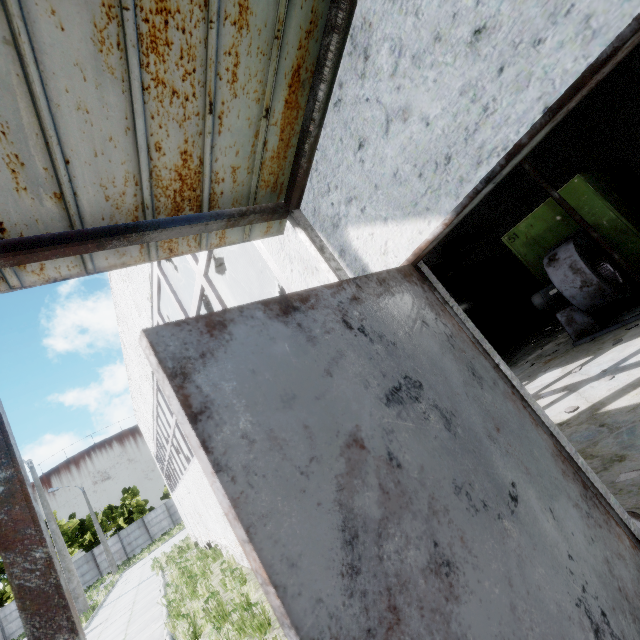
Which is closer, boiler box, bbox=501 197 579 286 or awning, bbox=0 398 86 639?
awning, bbox=0 398 86 639

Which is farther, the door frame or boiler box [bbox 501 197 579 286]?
boiler box [bbox 501 197 579 286]

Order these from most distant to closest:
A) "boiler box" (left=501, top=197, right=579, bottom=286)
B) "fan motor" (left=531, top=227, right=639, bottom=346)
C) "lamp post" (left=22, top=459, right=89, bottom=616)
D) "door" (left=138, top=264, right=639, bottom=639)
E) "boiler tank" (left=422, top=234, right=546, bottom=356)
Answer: "lamp post" (left=22, top=459, right=89, bottom=616), "boiler tank" (left=422, top=234, right=546, bottom=356), "boiler box" (left=501, top=197, right=579, bottom=286), "fan motor" (left=531, top=227, right=639, bottom=346), "door" (left=138, top=264, right=639, bottom=639)

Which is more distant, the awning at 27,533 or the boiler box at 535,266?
the boiler box at 535,266

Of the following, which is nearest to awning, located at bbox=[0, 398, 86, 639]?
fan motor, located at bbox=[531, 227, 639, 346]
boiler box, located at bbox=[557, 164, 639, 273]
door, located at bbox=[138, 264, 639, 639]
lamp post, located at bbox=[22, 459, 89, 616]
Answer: door, located at bbox=[138, 264, 639, 639]

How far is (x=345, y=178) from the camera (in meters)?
1.59

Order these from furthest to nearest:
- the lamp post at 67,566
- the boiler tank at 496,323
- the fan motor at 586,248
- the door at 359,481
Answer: the lamp post at 67,566 → the boiler tank at 496,323 → the fan motor at 586,248 → the door at 359,481

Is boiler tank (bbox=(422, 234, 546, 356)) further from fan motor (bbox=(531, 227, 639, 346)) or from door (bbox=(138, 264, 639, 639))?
door (bbox=(138, 264, 639, 639))
